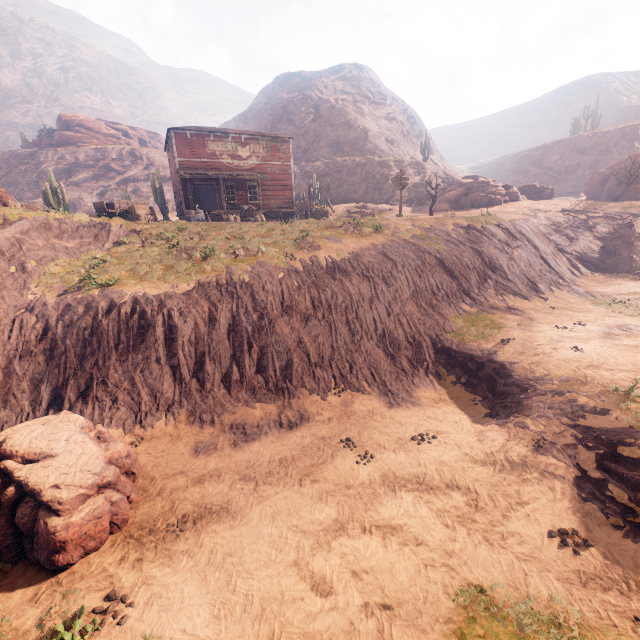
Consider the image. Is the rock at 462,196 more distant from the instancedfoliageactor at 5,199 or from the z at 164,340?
the instancedfoliageactor at 5,199

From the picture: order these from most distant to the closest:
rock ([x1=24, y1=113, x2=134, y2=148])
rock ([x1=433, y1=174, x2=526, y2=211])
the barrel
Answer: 1. rock ([x1=24, y1=113, x2=134, y2=148])
2. rock ([x1=433, y1=174, x2=526, y2=211])
3. the barrel

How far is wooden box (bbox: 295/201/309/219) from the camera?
31.1m

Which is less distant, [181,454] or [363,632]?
[363,632]

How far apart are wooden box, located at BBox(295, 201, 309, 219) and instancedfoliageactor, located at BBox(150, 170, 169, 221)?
12.7m

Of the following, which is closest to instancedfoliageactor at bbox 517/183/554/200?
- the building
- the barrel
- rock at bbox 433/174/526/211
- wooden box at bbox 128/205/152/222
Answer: rock at bbox 433/174/526/211

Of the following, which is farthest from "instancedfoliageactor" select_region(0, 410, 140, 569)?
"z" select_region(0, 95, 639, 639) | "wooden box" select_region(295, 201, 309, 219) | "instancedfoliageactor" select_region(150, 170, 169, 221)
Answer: "instancedfoliageactor" select_region(150, 170, 169, 221)

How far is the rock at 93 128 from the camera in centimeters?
5228cm
